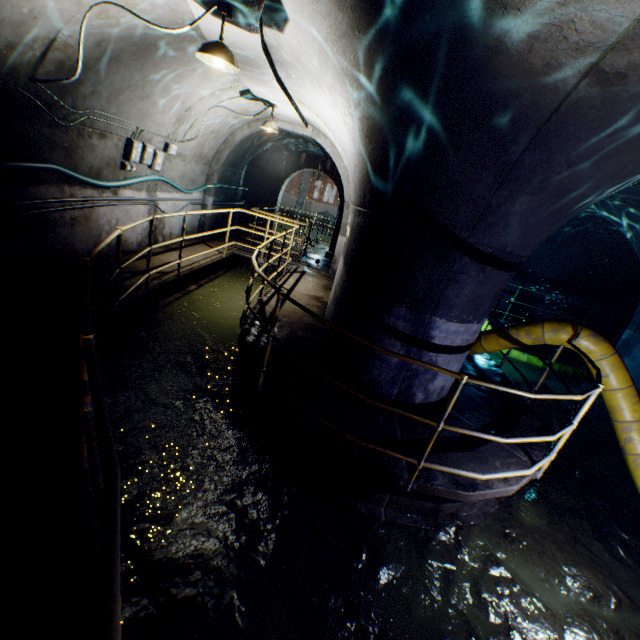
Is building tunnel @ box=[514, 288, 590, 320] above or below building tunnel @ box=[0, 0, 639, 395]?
below

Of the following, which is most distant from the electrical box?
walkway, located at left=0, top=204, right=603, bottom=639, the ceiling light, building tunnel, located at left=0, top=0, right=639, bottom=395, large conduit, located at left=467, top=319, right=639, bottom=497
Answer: large conduit, located at left=467, top=319, right=639, bottom=497

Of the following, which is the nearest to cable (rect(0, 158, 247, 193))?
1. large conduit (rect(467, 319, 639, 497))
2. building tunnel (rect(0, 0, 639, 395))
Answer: building tunnel (rect(0, 0, 639, 395))

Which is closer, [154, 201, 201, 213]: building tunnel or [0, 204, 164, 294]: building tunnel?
[0, 204, 164, 294]: building tunnel

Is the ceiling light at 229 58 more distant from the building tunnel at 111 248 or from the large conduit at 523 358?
the large conduit at 523 358

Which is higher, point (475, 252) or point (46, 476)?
point (475, 252)

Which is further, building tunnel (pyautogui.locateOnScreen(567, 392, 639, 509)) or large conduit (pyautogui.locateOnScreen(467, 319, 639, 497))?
building tunnel (pyautogui.locateOnScreen(567, 392, 639, 509))
